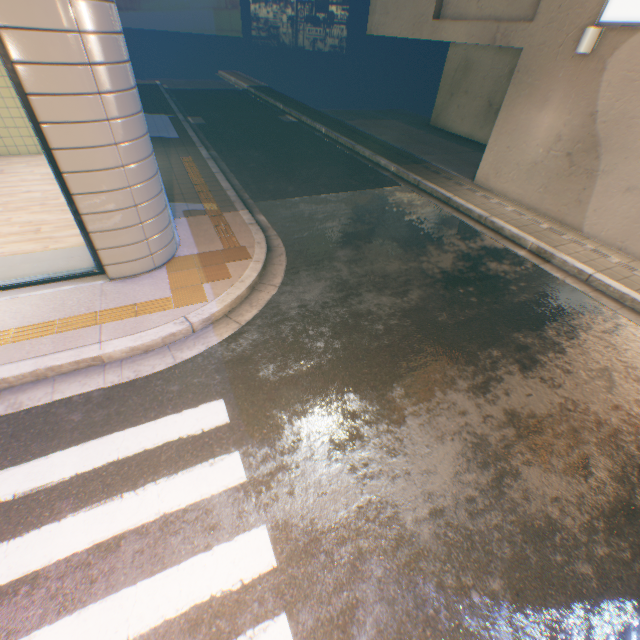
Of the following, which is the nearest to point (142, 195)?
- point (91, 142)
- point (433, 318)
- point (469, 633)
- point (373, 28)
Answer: point (91, 142)

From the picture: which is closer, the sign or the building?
the sign

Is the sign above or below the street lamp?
above

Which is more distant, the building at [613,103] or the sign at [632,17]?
the building at [613,103]

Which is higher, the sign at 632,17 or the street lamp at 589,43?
the sign at 632,17

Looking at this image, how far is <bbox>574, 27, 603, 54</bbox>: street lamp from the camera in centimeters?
650cm
